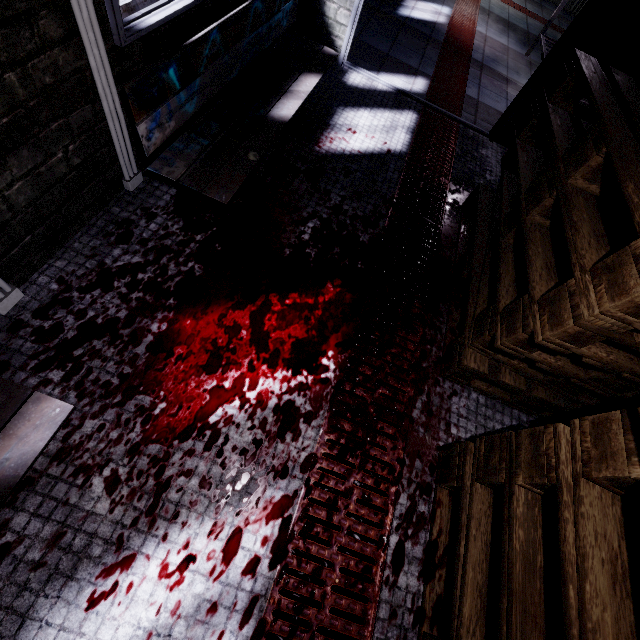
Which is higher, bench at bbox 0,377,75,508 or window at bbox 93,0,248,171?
window at bbox 93,0,248,171

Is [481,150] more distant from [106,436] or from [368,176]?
[106,436]

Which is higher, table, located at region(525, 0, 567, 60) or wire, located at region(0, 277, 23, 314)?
table, located at region(525, 0, 567, 60)

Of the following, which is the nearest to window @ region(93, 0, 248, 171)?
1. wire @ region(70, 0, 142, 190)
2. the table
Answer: wire @ region(70, 0, 142, 190)

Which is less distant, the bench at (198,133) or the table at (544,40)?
the bench at (198,133)

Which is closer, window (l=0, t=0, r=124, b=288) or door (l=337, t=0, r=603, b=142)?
window (l=0, t=0, r=124, b=288)

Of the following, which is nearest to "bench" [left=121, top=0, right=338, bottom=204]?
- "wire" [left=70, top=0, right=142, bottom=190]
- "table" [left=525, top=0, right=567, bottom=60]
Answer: "wire" [left=70, top=0, right=142, bottom=190]

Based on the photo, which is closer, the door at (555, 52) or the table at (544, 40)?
the door at (555, 52)
